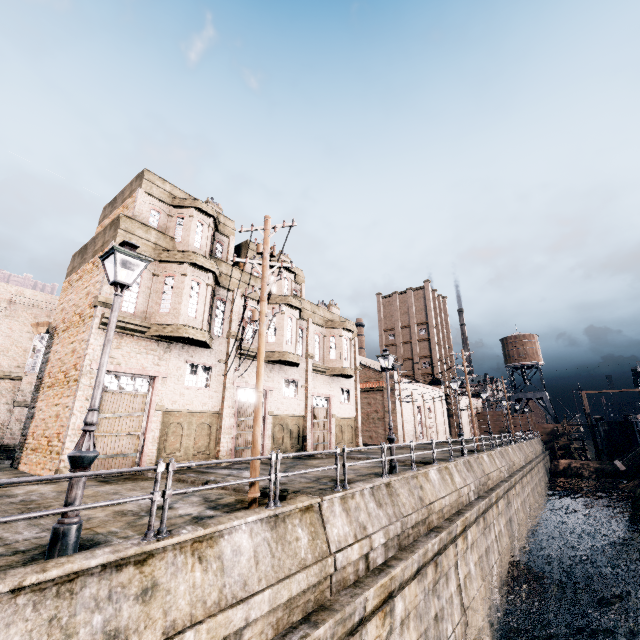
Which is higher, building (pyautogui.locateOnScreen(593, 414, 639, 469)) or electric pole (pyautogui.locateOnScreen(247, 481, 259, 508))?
electric pole (pyautogui.locateOnScreen(247, 481, 259, 508))

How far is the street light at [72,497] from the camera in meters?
5.4

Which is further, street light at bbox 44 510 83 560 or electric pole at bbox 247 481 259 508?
electric pole at bbox 247 481 259 508

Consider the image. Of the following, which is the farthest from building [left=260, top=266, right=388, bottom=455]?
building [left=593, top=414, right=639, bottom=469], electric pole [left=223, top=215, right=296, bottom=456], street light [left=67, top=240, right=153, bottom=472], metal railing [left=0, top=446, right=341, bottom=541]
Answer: building [left=593, top=414, right=639, bottom=469]

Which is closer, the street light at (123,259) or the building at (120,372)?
the street light at (123,259)

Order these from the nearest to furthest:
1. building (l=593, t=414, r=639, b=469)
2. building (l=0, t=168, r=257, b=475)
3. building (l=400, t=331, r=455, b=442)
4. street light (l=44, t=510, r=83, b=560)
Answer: street light (l=44, t=510, r=83, b=560) → building (l=0, t=168, r=257, b=475) → building (l=593, t=414, r=639, b=469) → building (l=400, t=331, r=455, b=442)

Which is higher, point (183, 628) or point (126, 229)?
point (126, 229)
